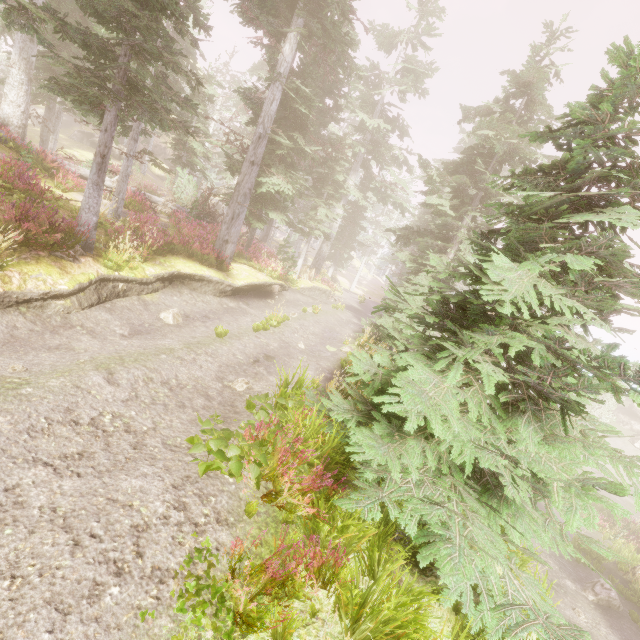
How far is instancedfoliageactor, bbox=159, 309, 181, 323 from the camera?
10.18m

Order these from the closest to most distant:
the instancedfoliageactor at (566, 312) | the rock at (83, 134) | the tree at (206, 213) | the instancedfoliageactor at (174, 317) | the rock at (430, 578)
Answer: the instancedfoliageactor at (566, 312), the rock at (430, 578), the instancedfoliageactor at (174, 317), the tree at (206, 213), the rock at (83, 134)

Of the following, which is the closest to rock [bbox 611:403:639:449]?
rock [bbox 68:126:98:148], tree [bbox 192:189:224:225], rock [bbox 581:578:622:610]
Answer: rock [bbox 581:578:622:610]

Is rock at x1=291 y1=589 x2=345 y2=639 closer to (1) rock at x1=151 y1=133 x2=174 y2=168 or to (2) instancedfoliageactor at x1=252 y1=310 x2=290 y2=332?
(2) instancedfoliageactor at x1=252 y1=310 x2=290 y2=332

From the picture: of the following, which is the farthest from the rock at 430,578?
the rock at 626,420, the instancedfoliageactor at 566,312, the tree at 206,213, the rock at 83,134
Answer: the rock at 83,134

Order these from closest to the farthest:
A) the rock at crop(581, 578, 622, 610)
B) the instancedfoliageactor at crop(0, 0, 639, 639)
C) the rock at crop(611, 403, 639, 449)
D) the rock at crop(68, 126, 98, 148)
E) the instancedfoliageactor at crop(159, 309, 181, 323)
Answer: the instancedfoliageactor at crop(0, 0, 639, 639) → the instancedfoliageactor at crop(159, 309, 181, 323) → the rock at crop(581, 578, 622, 610) → the rock at crop(611, 403, 639, 449) → the rock at crop(68, 126, 98, 148)

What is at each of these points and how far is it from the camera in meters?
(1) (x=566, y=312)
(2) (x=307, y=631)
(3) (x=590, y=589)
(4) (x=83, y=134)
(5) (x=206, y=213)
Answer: (1) instancedfoliageactor, 4.6
(2) rock, 3.5
(3) rock, 12.9
(4) rock, 37.2
(5) tree, 20.7
